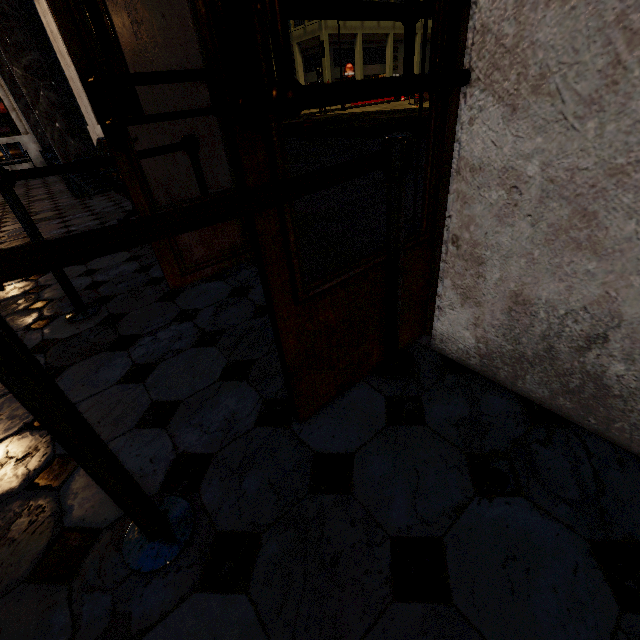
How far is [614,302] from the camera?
0.8m
